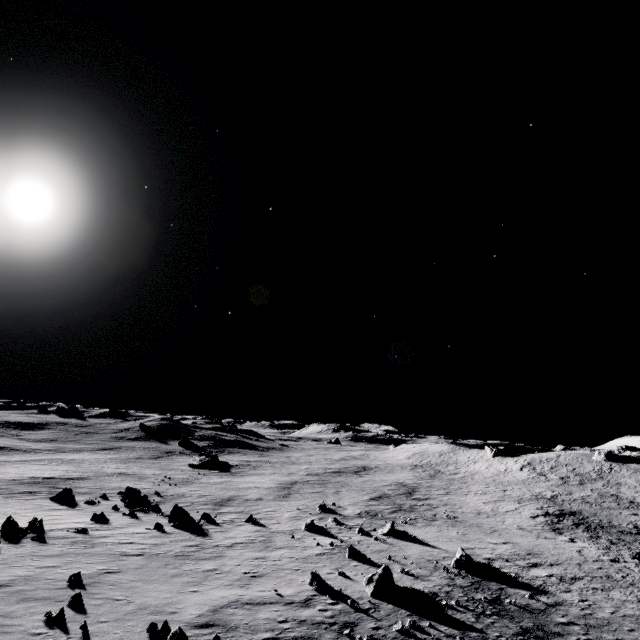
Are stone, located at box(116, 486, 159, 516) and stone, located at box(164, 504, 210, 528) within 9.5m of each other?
yes

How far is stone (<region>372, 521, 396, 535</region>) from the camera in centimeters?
2623cm

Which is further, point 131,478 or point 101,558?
point 131,478

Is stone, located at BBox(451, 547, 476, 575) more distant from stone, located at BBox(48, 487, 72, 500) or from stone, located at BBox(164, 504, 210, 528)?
stone, located at BBox(48, 487, 72, 500)

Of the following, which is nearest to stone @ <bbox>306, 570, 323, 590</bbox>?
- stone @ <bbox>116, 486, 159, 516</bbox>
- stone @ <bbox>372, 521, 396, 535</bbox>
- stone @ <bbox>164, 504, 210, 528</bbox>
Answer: stone @ <bbox>372, 521, 396, 535</bbox>

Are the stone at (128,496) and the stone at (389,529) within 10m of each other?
no

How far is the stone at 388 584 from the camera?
15.7 meters

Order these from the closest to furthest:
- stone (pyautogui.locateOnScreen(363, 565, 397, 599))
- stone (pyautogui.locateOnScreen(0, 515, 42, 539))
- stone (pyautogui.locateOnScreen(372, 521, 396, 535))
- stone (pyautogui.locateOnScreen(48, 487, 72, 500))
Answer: stone (pyautogui.locateOnScreen(363, 565, 397, 599)) < stone (pyautogui.locateOnScreen(0, 515, 42, 539)) < stone (pyautogui.locateOnScreen(372, 521, 396, 535)) < stone (pyautogui.locateOnScreen(48, 487, 72, 500))
